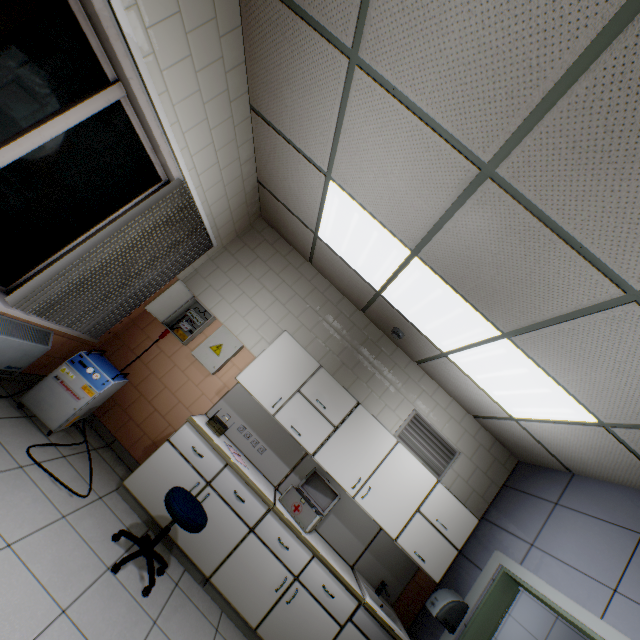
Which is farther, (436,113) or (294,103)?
(294,103)

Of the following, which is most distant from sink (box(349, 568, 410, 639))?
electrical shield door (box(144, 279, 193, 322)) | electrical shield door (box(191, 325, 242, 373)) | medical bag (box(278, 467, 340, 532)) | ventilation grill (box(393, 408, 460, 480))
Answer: electrical shield door (box(144, 279, 193, 322))

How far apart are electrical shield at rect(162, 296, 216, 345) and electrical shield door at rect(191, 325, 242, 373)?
0.2 meters

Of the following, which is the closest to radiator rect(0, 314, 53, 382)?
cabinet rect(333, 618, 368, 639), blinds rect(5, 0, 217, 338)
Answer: blinds rect(5, 0, 217, 338)

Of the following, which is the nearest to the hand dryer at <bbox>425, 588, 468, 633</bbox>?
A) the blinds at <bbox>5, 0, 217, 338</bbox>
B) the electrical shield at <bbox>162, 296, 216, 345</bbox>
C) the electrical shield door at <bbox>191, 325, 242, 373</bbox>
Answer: the electrical shield door at <bbox>191, 325, 242, 373</bbox>

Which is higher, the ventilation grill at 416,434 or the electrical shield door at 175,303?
→ the ventilation grill at 416,434

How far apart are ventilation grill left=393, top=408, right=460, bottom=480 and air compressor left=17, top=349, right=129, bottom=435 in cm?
316

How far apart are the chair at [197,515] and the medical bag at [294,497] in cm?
110
